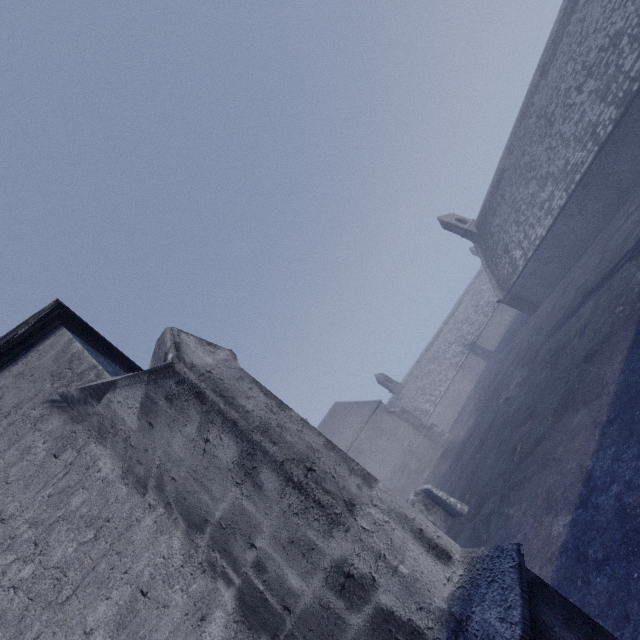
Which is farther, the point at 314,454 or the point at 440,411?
the point at 440,411
